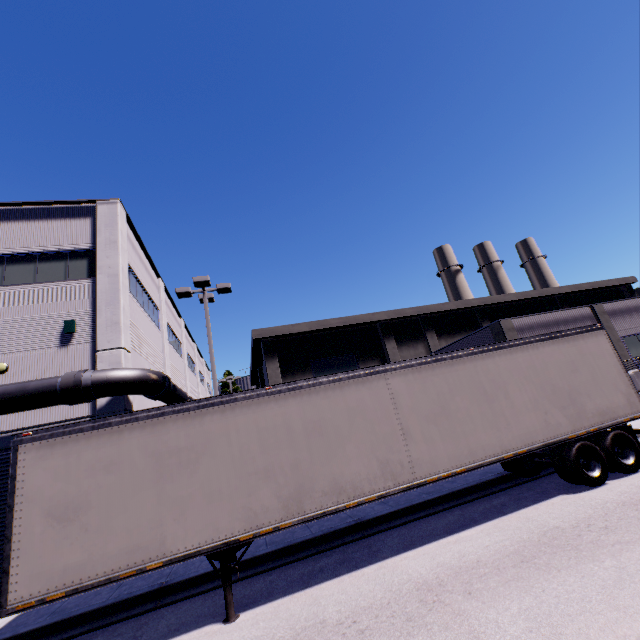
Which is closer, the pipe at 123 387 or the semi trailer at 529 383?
the semi trailer at 529 383

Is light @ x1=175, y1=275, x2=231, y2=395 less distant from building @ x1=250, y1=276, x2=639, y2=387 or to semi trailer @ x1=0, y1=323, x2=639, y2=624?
semi trailer @ x1=0, y1=323, x2=639, y2=624

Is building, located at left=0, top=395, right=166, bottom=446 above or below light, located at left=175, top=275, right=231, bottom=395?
below

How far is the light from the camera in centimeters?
1380cm

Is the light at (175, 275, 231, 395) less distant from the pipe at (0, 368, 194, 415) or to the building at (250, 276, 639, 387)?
the pipe at (0, 368, 194, 415)

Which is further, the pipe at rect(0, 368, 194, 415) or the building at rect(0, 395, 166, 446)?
the building at rect(0, 395, 166, 446)

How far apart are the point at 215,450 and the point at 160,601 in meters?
4.0

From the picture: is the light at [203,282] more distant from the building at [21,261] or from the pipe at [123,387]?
the building at [21,261]
